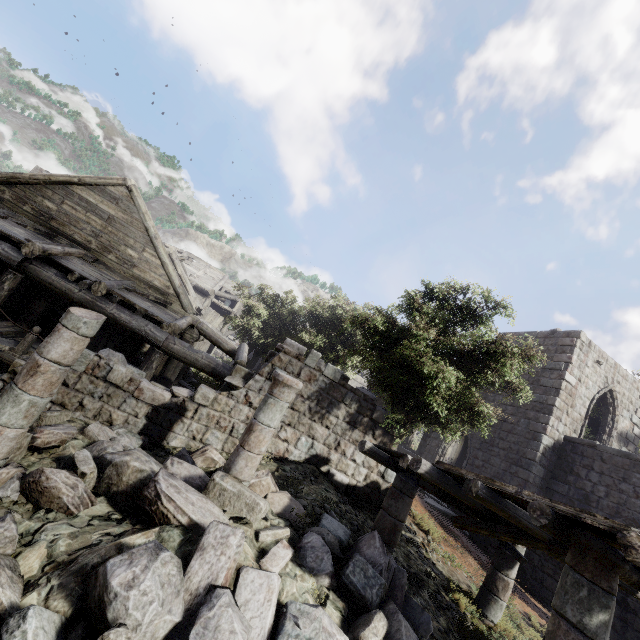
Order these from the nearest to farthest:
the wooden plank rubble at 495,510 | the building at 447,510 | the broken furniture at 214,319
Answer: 1. the wooden plank rubble at 495,510
2. the building at 447,510
3. the broken furniture at 214,319

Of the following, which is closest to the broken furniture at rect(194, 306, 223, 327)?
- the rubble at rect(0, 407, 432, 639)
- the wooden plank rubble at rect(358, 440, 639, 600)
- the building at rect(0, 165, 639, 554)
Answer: the building at rect(0, 165, 639, 554)

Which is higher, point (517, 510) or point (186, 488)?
point (517, 510)

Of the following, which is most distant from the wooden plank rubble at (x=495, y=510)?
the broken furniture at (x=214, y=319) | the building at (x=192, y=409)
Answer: the broken furniture at (x=214, y=319)

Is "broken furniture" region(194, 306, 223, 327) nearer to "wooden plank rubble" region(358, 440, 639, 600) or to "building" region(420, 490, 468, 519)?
"building" region(420, 490, 468, 519)

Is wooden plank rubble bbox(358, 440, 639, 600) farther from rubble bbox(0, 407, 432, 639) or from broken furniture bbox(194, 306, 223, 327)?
broken furniture bbox(194, 306, 223, 327)

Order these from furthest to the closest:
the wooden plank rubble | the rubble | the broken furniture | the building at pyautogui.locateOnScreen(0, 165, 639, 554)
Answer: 1. the broken furniture
2. the building at pyautogui.locateOnScreen(0, 165, 639, 554)
3. the wooden plank rubble
4. the rubble

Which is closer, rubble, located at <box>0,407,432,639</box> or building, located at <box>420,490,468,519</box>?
rubble, located at <box>0,407,432,639</box>
